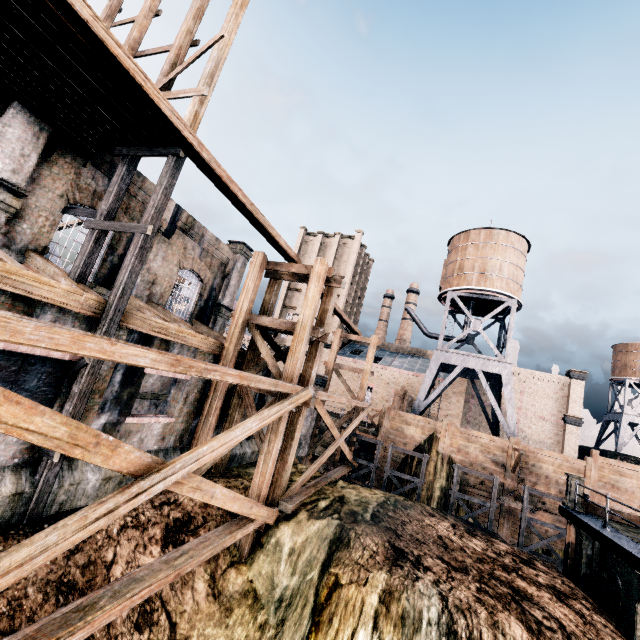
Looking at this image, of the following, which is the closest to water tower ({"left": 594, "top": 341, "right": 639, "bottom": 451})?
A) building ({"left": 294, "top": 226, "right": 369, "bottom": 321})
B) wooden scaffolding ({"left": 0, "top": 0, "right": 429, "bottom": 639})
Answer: building ({"left": 294, "top": 226, "right": 369, "bottom": 321})

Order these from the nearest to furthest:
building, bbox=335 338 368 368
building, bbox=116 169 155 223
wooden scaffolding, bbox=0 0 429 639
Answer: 1. wooden scaffolding, bbox=0 0 429 639
2. building, bbox=116 169 155 223
3. building, bbox=335 338 368 368

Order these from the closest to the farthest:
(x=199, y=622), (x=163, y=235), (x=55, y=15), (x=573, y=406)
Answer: (x=55, y=15)
(x=199, y=622)
(x=163, y=235)
(x=573, y=406)

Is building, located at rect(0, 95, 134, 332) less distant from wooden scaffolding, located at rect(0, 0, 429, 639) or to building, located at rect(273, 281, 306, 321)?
wooden scaffolding, located at rect(0, 0, 429, 639)

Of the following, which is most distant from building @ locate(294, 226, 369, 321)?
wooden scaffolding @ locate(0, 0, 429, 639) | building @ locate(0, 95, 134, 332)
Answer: wooden scaffolding @ locate(0, 0, 429, 639)

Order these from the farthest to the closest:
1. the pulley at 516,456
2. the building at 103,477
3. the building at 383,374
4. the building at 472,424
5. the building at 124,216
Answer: the building at 383,374, the building at 472,424, the pulley at 516,456, the building at 124,216, the building at 103,477

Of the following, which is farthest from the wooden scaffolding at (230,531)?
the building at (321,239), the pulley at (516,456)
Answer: the building at (321,239)

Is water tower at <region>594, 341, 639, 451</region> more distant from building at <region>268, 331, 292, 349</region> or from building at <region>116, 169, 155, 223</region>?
building at <region>116, 169, 155, 223</region>
